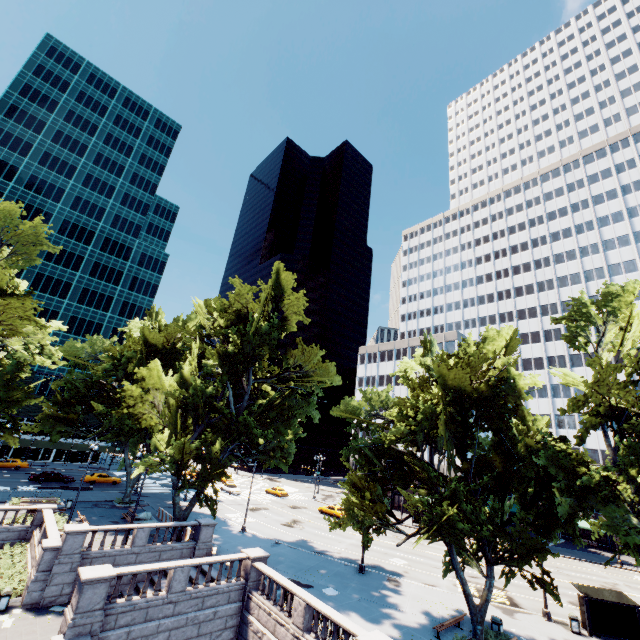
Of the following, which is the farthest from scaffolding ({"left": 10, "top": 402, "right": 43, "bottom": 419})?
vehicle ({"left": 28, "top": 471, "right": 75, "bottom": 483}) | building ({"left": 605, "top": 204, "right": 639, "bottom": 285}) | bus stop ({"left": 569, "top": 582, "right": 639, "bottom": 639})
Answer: bus stop ({"left": 569, "top": 582, "right": 639, "bottom": 639})

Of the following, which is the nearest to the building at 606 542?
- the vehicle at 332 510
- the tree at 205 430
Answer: the tree at 205 430

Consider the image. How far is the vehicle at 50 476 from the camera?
43.81m

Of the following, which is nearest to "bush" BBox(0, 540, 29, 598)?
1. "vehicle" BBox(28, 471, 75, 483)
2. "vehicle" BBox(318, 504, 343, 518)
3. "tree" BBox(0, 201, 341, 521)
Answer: "tree" BBox(0, 201, 341, 521)

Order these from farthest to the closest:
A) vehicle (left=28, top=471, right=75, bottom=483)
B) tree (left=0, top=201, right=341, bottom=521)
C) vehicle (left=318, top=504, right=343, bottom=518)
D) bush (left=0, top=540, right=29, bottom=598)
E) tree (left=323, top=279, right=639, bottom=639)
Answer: vehicle (left=318, top=504, right=343, bottom=518)
vehicle (left=28, top=471, right=75, bottom=483)
tree (left=0, top=201, right=341, bottom=521)
bush (left=0, top=540, right=29, bottom=598)
tree (left=323, top=279, right=639, bottom=639)

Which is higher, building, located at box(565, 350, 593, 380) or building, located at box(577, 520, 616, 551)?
building, located at box(565, 350, 593, 380)

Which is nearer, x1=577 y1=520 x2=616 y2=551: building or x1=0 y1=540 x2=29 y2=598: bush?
x1=0 y1=540 x2=29 y2=598: bush

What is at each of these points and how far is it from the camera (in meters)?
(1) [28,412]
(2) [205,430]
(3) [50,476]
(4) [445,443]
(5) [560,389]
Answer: (1) scaffolding, 57.78
(2) tree, 33.16
(3) vehicle, 44.75
(4) tree, 17.27
(5) building, 59.47
